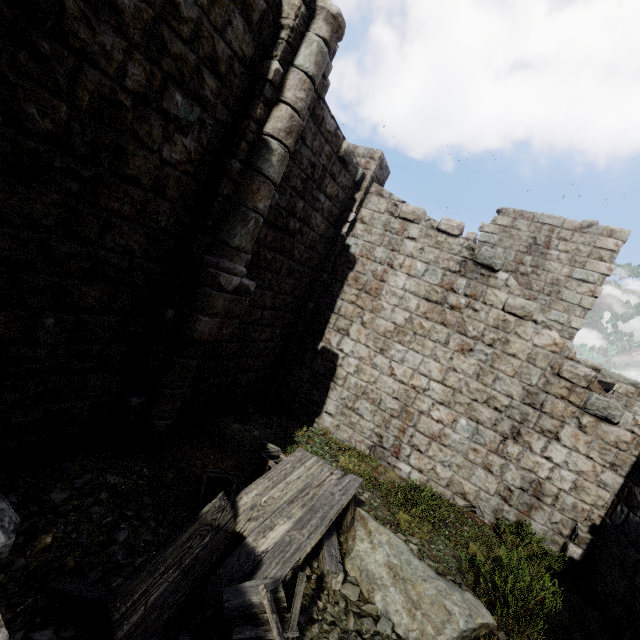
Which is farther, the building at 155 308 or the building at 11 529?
the building at 155 308

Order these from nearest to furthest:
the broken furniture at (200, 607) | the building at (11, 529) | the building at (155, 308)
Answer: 1. the building at (11, 529)
2. the broken furniture at (200, 607)
3. the building at (155, 308)

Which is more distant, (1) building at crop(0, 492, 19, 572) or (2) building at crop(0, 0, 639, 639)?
(2) building at crop(0, 0, 639, 639)

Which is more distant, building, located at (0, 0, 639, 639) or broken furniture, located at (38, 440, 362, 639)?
building, located at (0, 0, 639, 639)

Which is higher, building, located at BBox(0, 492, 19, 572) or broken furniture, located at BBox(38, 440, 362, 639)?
building, located at BBox(0, 492, 19, 572)

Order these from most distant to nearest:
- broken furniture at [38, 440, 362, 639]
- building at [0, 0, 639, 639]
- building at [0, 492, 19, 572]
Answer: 1. building at [0, 0, 639, 639]
2. broken furniture at [38, 440, 362, 639]
3. building at [0, 492, 19, 572]

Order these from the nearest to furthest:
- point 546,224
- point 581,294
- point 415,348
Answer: point 415,348, point 581,294, point 546,224
